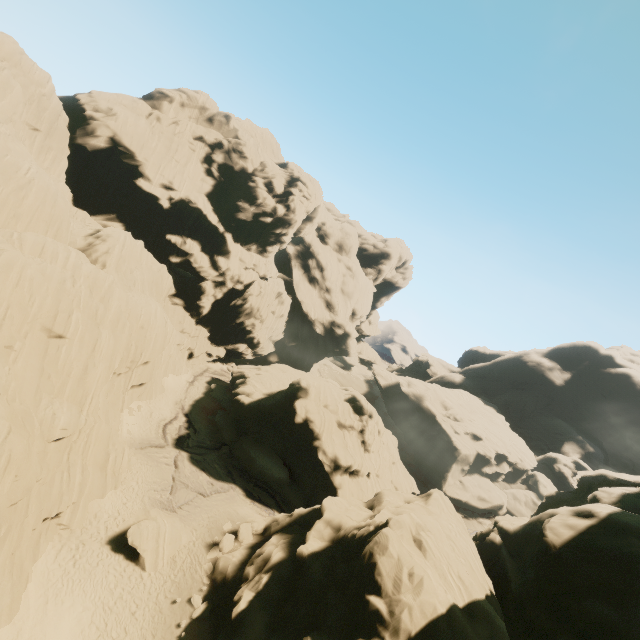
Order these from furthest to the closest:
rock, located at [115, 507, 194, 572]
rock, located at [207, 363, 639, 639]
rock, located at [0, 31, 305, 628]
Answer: rock, located at [115, 507, 194, 572]
rock, located at [0, 31, 305, 628]
rock, located at [207, 363, 639, 639]

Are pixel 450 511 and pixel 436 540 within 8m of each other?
yes

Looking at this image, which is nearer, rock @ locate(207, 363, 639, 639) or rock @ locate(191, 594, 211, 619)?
rock @ locate(207, 363, 639, 639)

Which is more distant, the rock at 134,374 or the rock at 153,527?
the rock at 153,527

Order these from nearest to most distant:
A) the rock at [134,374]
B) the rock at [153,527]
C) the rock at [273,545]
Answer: the rock at [273,545] < the rock at [134,374] < the rock at [153,527]

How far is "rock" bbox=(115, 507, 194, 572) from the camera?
21.2m

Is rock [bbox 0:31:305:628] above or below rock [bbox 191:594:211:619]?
above
